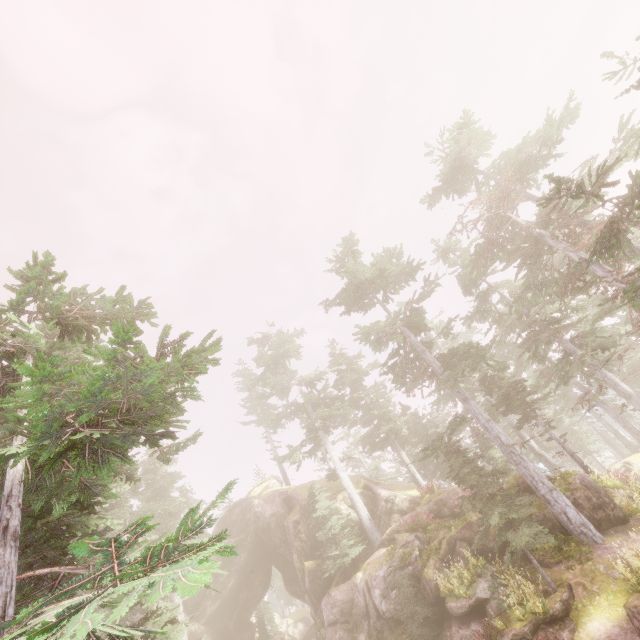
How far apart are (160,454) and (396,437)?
26.95m

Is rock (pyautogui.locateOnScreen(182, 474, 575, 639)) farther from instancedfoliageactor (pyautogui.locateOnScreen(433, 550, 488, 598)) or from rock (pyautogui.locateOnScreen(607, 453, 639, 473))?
rock (pyautogui.locateOnScreen(607, 453, 639, 473))

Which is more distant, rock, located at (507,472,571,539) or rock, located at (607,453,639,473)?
rock, located at (607,453,639,473)

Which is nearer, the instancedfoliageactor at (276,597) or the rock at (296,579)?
the rock at (296,579)

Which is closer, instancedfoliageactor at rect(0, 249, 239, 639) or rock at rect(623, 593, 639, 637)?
instancedfoliageactor at rect(0, 249, 239, 639)

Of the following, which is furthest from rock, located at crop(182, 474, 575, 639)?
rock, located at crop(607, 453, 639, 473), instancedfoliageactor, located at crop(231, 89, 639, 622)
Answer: rock, located at crop(607, 453, 639, 473)
